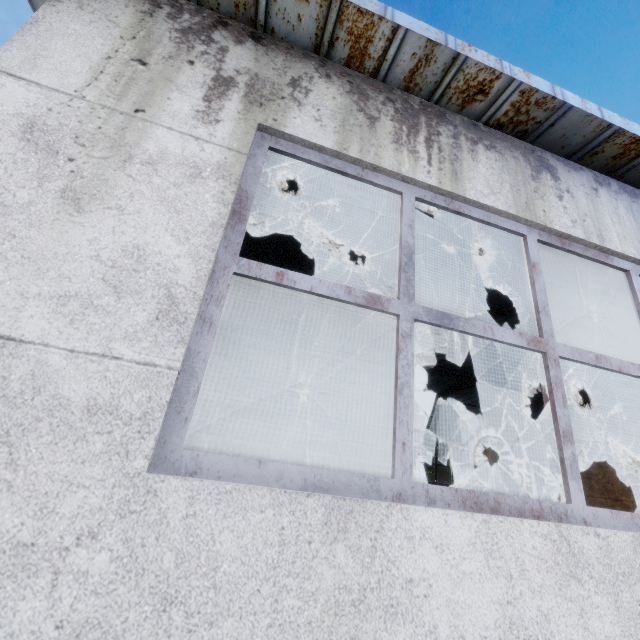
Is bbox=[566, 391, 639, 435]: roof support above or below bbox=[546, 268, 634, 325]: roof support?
below

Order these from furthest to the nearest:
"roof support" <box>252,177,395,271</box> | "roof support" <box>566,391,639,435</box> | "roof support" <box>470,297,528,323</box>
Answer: "roof support" <box>566,391,639,435</box>
"roof support" <box>470,297,528,323</box>
"roof support" <box>252,177,395,271</box>

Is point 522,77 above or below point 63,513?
above

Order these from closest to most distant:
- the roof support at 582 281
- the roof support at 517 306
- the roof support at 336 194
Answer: the roof support at 336 194, the roof support at 582 281, the roof support at 517 306

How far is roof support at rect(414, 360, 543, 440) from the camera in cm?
1054

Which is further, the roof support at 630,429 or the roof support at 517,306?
the roof support at 630,429
